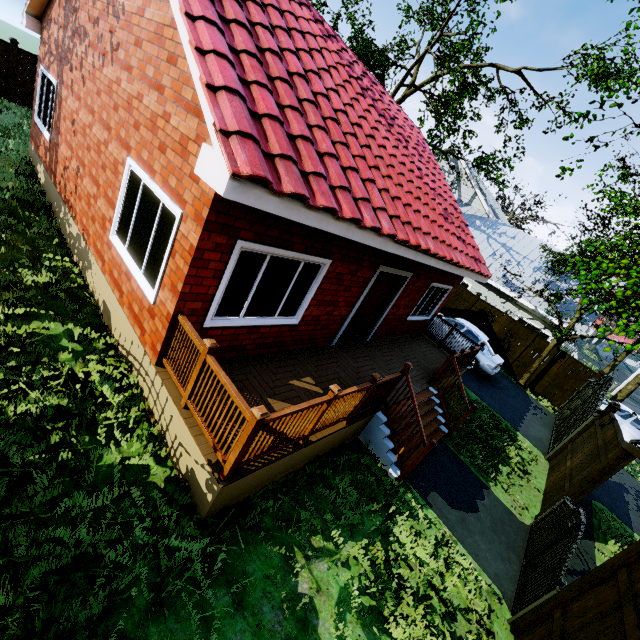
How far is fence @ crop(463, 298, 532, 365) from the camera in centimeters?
1639cm

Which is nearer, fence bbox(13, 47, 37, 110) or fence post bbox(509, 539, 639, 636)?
fence post bbox(509, 539, 639, 636)

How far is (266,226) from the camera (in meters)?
4.29

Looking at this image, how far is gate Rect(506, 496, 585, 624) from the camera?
4.7m

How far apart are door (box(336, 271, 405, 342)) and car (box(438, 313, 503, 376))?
6.8 meters

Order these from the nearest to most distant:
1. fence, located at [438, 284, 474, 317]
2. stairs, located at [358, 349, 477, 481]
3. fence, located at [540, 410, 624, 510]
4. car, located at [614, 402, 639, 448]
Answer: stairs, located at [358, 349, 477, 481] < fence, located at [540, 410, 624, 510] < car, located at [614, 402, 639, 448] < fence, located at [438, 284, 474, 317]

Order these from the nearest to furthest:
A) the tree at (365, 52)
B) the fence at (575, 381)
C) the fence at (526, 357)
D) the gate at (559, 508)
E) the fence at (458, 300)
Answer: the gate at (559, 508) → the tree at (365, 52) → the fence at (575, 381) → the fence at (526, 357) → the fence at (458, 300)

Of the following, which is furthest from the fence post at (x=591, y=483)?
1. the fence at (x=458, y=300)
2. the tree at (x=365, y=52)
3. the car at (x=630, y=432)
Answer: the tree at (x=365, y=52)
